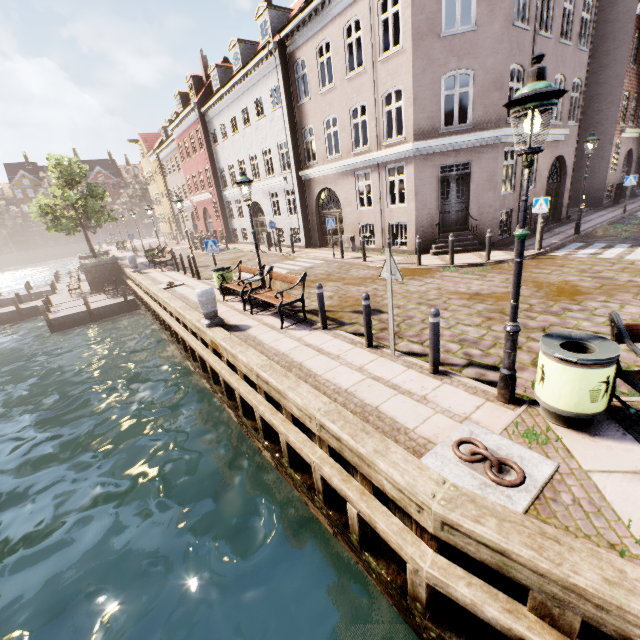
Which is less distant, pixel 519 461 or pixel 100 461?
pixel 519 461

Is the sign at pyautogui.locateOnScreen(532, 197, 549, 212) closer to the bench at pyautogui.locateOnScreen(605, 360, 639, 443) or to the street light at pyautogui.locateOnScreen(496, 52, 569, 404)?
the bench at pyautogui.locateOnScreen(605, 360, 639, 443)

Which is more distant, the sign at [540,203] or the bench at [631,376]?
the sign at [540,203]

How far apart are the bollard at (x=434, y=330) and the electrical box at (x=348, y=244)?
12.5 meters

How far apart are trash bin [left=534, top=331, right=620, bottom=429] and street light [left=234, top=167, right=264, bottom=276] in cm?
720

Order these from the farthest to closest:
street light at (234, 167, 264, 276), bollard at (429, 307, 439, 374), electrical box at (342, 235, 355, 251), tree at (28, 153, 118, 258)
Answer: tree at (28, 153, 118, 258), electrical box at (342, 235, 355, 251), street light at (234, 167, 264, 276), bollard at (429, 307, 439, 374)

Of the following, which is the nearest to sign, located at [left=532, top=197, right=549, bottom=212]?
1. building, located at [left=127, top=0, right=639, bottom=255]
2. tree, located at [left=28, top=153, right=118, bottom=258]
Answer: building, located at [left=127, top=0, right=639, bottom=255]

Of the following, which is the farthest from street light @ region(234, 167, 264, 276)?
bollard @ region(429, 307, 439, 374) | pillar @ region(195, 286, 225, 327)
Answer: bollard @ region(429, 307, 439, 374)
